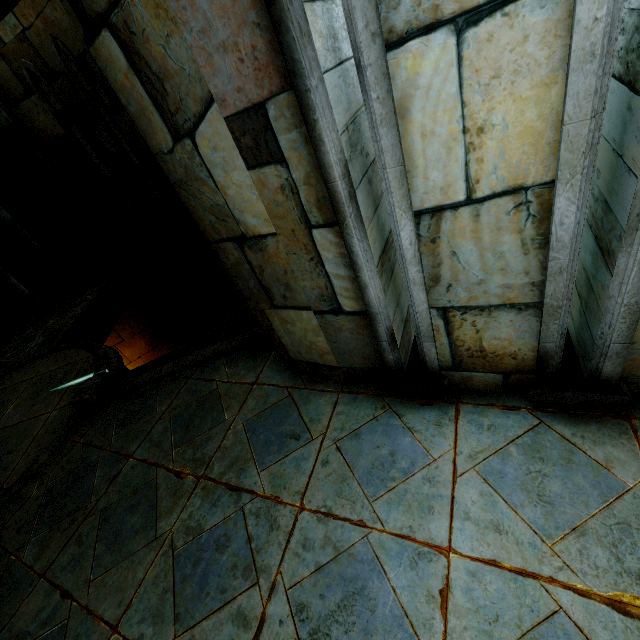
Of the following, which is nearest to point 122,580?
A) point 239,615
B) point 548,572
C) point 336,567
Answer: point 239,615
